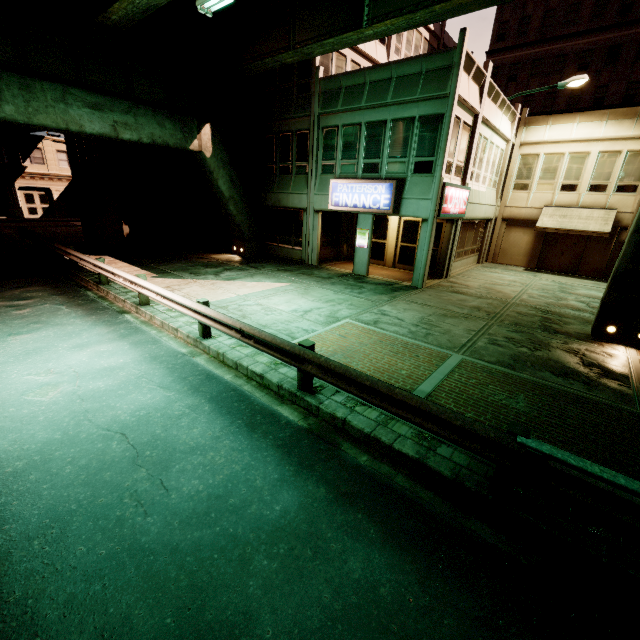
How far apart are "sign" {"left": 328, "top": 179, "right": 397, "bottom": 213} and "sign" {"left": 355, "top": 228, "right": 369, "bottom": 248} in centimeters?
99cm

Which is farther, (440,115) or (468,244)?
(468,244)

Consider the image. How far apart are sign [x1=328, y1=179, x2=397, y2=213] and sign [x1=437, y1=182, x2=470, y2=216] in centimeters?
175cm

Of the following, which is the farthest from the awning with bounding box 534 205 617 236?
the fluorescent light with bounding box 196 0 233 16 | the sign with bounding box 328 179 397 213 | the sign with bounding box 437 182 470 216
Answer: the fluorescent light with bounding box 196 0 233 16

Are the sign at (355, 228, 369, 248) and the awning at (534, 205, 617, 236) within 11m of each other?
no

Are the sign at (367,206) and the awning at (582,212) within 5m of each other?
no

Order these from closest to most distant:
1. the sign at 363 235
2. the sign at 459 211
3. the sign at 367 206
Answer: the sign at 459 211, the sign at 367 206, the sign at 363 235

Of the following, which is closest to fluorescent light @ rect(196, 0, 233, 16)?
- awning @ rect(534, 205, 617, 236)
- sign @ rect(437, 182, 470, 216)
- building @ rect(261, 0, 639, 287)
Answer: building @ rect(261, 0, 639, 287)
